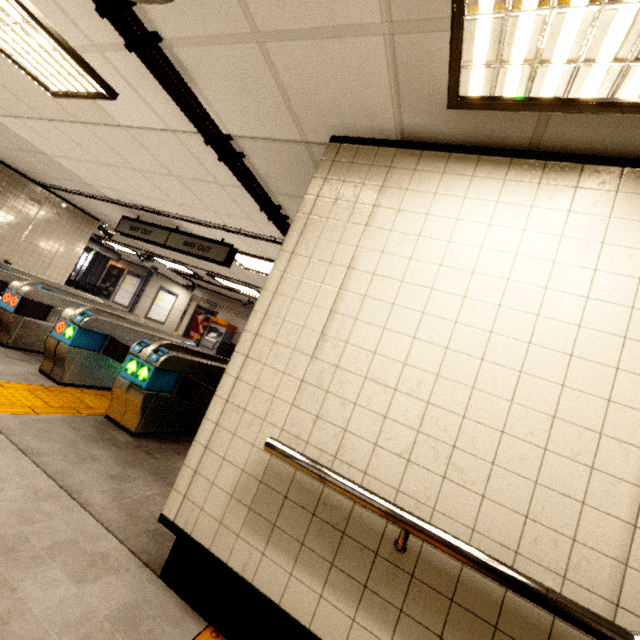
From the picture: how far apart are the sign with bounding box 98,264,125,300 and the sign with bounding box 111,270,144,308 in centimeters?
16cm

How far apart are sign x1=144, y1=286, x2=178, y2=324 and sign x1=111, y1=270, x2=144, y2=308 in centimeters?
78cm

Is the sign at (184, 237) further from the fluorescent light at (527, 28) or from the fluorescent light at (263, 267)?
the fluorescent light at (527, 28)

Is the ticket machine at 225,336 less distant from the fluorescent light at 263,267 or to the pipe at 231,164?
the fluorescent light at 263,267

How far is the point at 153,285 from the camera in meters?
16.0

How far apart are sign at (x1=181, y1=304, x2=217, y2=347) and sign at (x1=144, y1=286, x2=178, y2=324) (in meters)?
3.37

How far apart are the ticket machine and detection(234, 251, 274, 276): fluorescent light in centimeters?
598cm

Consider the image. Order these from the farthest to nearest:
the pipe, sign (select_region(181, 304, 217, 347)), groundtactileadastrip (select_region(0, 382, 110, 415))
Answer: sign (select_region(181, 304, 217, 347)), groundtactileadastrip (select_region(0, 382, 110, 415)), the pipe
